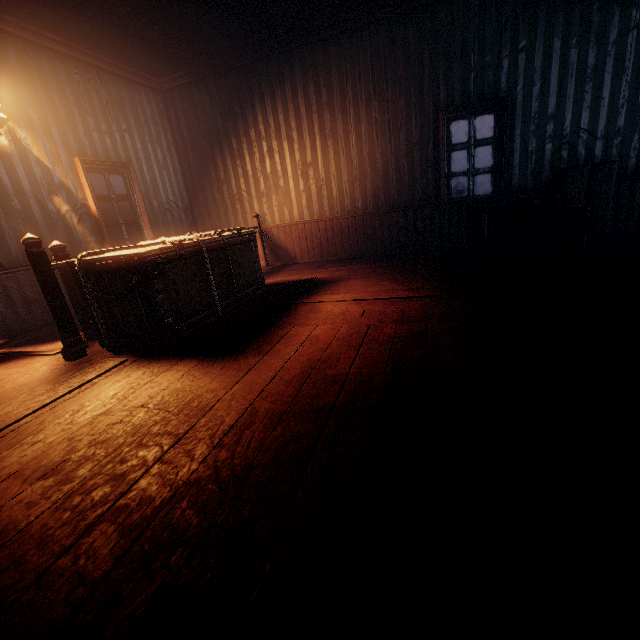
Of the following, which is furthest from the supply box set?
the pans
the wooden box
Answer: the wooden box

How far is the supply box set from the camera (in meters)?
4.08

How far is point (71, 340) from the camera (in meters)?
3.27

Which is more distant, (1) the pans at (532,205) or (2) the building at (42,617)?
(1) the pans at (532,205)

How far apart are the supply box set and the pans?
0.0 meters

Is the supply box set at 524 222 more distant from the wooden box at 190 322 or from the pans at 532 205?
A: the wooden box at 190 322

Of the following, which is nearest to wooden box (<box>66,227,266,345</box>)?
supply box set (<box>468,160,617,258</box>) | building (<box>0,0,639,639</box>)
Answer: building (<box>0,0,639,639</box>)

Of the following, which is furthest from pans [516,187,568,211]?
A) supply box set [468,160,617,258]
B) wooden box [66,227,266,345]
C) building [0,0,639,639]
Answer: wooden box [66,227,266,345]
